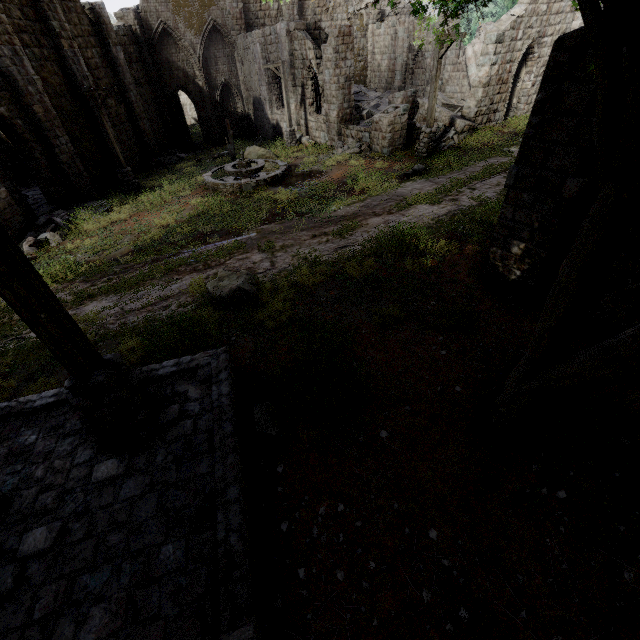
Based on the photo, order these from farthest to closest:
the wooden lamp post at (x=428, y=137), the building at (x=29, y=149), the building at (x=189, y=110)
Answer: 1. the building at (x=189, y=110)
2. the wooden lamp post at (x=428, y=137)
3. the building at (x=29, y=149)

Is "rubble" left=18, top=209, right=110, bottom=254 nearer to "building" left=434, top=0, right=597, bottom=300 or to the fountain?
"building" left=434, top=0, right=597, bottom=300

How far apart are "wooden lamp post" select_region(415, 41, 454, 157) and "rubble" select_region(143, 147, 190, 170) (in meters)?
17.44

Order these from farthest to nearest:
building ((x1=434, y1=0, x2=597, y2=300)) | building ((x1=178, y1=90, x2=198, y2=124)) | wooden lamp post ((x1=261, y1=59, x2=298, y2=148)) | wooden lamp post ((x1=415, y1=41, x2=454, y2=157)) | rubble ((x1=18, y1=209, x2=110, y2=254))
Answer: building ((x1=178, y1=90, x2=198, y2=124)), wooden lamp post ((x1=261, y1=59, x2=298, y2=148)), wooden lamp post ((x1=415, y1=41, x2=454, y2=157)), rubble ((x1=18, y1=209, x2=110, y2=254)), building ((x1=434, y1=0, x2=597, y2=300))

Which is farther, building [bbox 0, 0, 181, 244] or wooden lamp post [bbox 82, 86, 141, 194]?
wooden lamp post [bbox 82, 86, 141, 194]

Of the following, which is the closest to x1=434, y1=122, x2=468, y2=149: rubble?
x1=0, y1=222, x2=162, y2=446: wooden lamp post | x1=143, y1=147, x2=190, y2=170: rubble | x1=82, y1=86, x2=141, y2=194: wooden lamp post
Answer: x1=82, y1=86, x2=141, y2=194: wooden lamp post

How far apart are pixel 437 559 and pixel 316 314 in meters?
5.1 m

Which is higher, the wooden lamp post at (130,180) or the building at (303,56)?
the building at (303,56)
